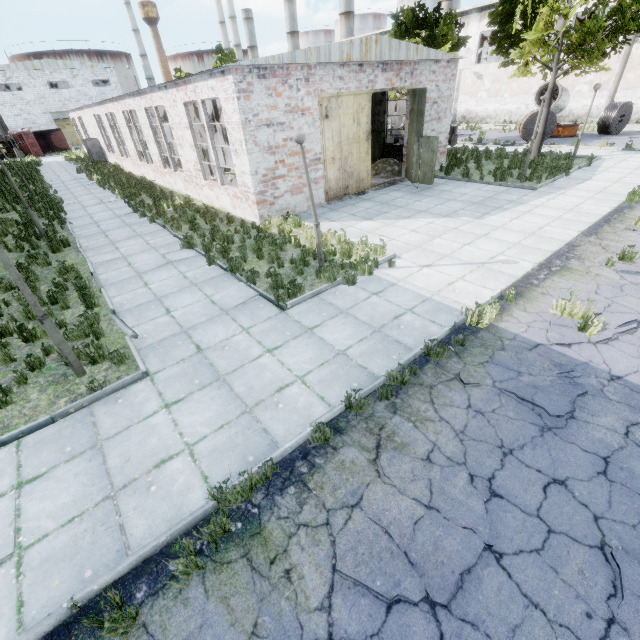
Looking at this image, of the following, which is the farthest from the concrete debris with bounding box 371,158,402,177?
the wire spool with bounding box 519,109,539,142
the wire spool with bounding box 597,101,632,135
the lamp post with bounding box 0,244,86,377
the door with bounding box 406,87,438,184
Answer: the lamp post with bounding box 0,244,86,377

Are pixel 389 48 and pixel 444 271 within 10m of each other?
no

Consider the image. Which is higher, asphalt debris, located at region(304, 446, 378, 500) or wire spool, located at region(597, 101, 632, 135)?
wire spool, located at region(597, 101, 632, 135)

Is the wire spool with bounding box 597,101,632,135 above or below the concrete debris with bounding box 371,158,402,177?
above

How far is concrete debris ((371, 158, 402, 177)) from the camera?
17.8m

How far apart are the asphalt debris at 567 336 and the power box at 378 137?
17.52m

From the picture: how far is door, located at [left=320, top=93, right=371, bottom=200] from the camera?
12.9m

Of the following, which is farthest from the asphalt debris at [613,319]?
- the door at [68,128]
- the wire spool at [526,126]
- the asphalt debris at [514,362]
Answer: the door at [68,128]
